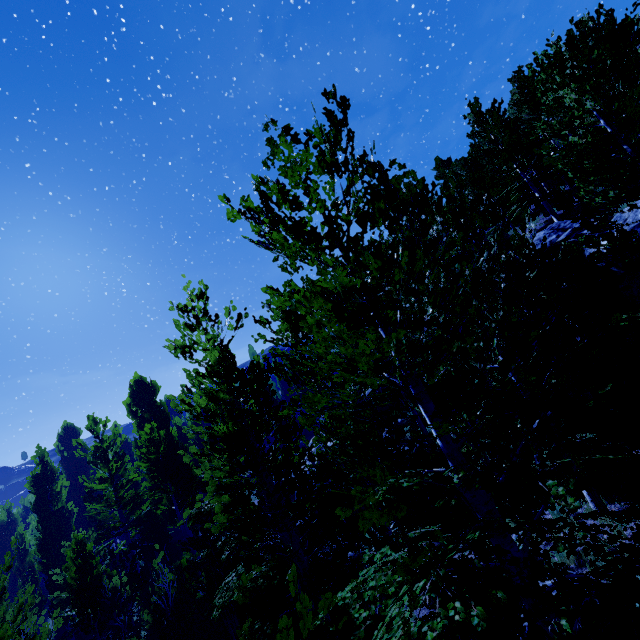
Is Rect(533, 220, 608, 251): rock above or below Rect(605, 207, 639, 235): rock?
above

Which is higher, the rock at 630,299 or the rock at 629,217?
the rock at 629,217

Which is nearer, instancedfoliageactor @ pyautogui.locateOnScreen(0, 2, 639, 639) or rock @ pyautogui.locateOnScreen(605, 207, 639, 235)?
instancedfoliageactor @ pyautogui.locateOnScreen(0, 2, 639, 639)

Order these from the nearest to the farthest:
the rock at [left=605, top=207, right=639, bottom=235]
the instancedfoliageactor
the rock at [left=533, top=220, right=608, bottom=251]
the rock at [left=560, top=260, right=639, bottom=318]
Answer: the instancedfoliageactor, the rock at [left=605, top=207, right=639, bottom=235], the rock at [left=560, top=260, right=639, bottom=318], the rock at [left=533, top=220, right=608, bottom=251]

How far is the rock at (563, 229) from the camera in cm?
1180

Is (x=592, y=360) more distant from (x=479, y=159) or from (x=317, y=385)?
(x=479, y=159)

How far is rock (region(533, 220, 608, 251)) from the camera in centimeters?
1180cm
